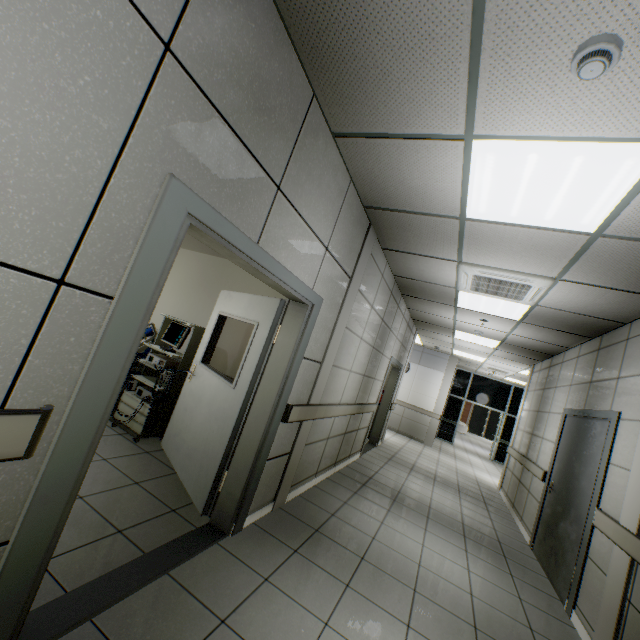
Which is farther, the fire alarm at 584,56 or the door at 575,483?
the door at 575,483

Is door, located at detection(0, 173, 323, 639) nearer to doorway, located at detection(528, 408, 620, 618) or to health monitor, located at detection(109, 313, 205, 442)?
health monitor, located at detection(109, 313, 205, 442)

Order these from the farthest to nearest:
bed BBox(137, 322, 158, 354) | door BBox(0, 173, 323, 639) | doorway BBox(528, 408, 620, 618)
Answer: bed BBox(137, 322, 158, 354), doorway BBox(528, 408, 620, 618), door BBox(0, 173, 323, 639)

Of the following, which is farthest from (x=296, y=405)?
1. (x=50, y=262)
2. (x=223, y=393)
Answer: (x=50, y=262)

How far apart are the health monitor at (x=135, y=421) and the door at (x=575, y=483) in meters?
4.9

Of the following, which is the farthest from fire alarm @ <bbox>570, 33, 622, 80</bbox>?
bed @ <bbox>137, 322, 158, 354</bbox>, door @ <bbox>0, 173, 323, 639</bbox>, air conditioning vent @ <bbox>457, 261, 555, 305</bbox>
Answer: bed @ <bbox>137, 322, 158, 354</bbox>

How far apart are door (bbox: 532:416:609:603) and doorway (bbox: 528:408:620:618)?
0.0 meters

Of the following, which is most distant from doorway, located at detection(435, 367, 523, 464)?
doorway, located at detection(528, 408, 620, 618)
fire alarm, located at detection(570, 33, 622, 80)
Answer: fire alarm, located at detection(570, 33, 622, 80)
